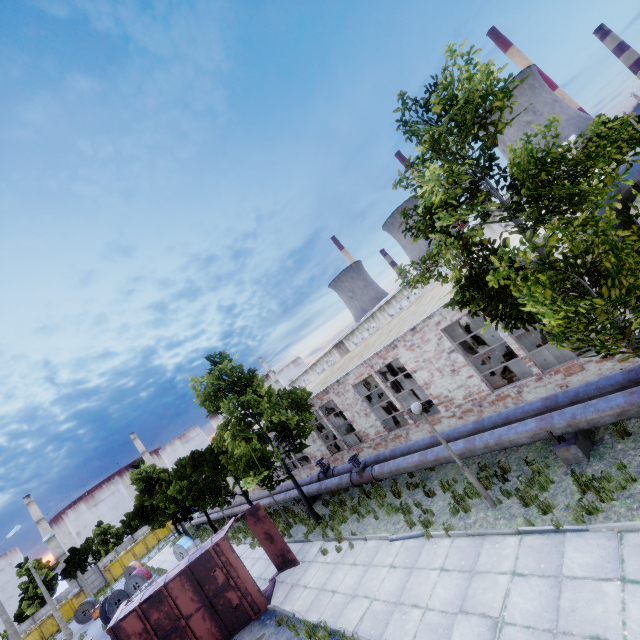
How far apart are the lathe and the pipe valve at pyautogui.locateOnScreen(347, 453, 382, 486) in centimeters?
379cm

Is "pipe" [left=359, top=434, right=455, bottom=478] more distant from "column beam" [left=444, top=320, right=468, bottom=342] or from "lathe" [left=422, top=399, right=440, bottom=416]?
"column beam" [left=444, top=320, right=468, bottom=342]

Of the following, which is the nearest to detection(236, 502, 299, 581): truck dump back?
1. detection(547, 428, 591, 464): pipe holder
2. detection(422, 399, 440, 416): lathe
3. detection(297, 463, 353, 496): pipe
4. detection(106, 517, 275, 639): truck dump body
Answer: detection(106, 517, 275, 639): truck dump body

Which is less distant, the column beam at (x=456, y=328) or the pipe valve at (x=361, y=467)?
the pipe valve at (x=361, y=467)

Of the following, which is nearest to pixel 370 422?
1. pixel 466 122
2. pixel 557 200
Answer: pixel 557 200

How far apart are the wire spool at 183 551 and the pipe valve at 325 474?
16.1m

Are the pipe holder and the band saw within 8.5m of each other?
no

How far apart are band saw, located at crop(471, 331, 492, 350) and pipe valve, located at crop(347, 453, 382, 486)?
12.86m
